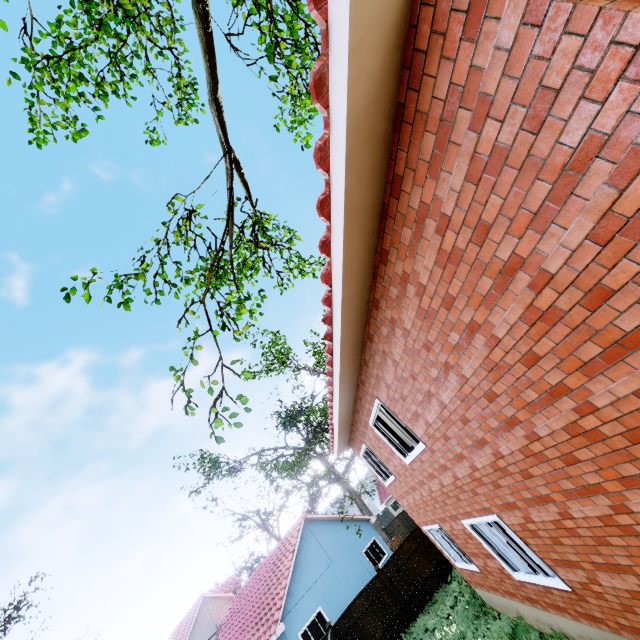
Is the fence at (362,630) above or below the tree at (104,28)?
below

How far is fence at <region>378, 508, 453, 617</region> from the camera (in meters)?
14.28

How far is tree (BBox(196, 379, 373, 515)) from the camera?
18.80m

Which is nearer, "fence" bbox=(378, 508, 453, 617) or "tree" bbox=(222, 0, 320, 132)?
"tree" bbox=(222, 0, 320, 132)

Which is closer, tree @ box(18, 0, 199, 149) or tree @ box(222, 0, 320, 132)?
tree @ box(222, 0, 320, 132)

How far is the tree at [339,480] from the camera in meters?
18.8

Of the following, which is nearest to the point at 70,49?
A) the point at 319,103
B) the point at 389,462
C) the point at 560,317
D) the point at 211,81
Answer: the point at 211,81

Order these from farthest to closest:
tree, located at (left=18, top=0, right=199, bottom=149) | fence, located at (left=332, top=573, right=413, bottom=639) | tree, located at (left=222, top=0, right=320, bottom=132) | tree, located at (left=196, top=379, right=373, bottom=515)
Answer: tree, located at (left=196, top=379, right=373, bottom=515) → fence, located at (left=332, top=573, right=413, bottom=639) → tree, located at (left=18, top=0, right=199, bottom=149) → tree, located at (left=222, top=0, right=320, bottom=132)
